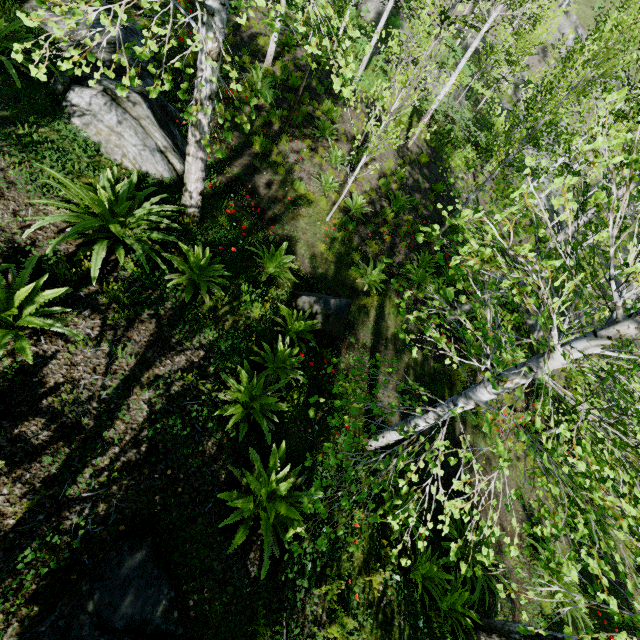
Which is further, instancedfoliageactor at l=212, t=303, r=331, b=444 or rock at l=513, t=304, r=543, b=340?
rock at l=513, t=304, r=543, b=340

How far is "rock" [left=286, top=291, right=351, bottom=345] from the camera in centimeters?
599cm

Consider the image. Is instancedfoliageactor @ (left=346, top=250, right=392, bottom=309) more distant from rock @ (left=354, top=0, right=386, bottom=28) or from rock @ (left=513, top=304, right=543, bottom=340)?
rock @ (left=354, top=0, right=386, bottom=28)

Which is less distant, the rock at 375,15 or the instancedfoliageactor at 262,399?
the instancedfoliageactor at 262,399

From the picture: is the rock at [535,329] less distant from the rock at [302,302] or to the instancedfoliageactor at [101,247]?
the instancedfoliageactor at [101,247]

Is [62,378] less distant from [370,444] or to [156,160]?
[370,444]

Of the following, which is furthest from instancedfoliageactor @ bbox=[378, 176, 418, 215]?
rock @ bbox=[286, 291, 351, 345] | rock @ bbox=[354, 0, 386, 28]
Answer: rock @ bbox=[354, 0, 386, 28]

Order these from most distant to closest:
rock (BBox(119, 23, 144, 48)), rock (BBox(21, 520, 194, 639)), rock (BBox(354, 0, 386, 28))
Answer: rock (BBox(354, 0, 386, 28)), rock (BBox(119, 23, 144, 48)), rock (BBox(21, 520, 194, 639))
